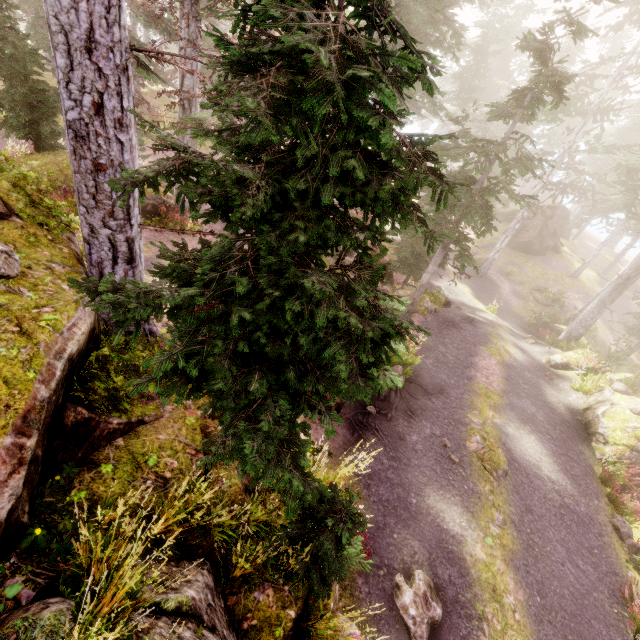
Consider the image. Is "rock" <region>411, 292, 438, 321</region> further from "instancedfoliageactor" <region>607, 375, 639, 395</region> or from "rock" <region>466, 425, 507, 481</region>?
"rock" <region>466, 425, 507, 481</region>

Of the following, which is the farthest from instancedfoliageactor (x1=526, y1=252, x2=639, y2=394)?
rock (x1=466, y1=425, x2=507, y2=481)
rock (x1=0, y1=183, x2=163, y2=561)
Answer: rock (x1=466, y1=425, x2=507, y2=481)

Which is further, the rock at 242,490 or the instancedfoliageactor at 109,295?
the rock at 242,490

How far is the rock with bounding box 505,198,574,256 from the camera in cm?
3067

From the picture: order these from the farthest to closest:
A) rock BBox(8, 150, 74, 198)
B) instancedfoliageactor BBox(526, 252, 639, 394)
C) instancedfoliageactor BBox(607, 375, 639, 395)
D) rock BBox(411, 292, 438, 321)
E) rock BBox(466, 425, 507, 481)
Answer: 1. rock BBox(411, 292, 438, 321)
2. instancedfoliageactor BBox(526, 252, 639, 394)
3. instancedfoliageactor BBox(607, 375, 639, 395)
4. rock BBox(8, 150, 74, 198)
5. rock BBox(466, 425, 507, 481)

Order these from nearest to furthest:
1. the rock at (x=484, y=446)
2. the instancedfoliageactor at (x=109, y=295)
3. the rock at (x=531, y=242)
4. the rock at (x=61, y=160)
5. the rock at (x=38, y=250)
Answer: the instancedfoliageactor at (x=109, y=295) → the rock at (x=38, y=250) → the rock at (x=484, y=446) → the rock at (x=61, y=160) → the rock at (x=531, y=242)

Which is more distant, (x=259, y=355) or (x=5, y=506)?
(x=259, y=355)

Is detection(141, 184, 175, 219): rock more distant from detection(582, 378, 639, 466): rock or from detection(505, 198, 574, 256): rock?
detection(505, 198, 574, 256): rock
